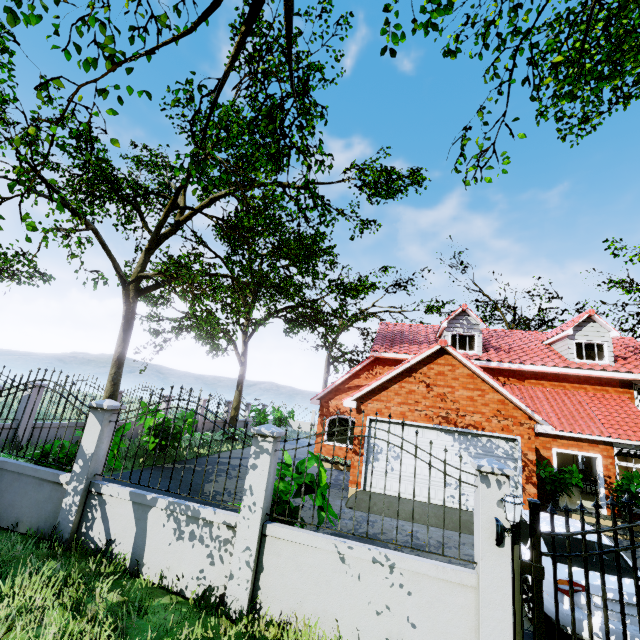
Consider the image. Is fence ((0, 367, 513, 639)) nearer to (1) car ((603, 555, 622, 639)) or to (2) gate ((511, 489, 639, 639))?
(2) gate ((511, 489, 639, 639))

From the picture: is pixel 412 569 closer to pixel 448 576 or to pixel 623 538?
pixel 448 576

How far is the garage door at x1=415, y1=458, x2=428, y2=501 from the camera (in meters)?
11.07

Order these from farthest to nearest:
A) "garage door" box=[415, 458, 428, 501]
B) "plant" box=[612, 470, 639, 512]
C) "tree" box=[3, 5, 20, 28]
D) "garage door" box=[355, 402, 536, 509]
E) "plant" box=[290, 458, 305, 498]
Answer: "plant" box=[612, 470, 639, 512]
"garage door" box=[415, 458, 428, 501]
"garage door" box=[355, 402, 536, 509]
"plant" box=[290, 458, 305, 498]
"tree" box=[3, 5, 20, 28]

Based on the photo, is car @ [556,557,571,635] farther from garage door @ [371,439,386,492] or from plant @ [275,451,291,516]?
plant @ [275,451,291,516]

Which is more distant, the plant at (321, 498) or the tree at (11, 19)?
the plant at (321, 498)

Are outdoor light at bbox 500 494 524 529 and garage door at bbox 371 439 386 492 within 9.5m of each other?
yes

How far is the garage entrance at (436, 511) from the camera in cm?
966
